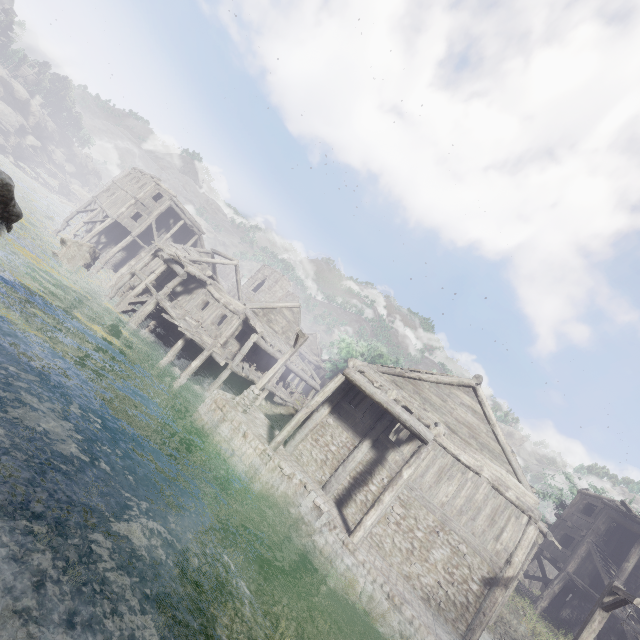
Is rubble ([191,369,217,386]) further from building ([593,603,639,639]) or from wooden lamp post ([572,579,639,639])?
wooden lamp post ([572,579,639,639])

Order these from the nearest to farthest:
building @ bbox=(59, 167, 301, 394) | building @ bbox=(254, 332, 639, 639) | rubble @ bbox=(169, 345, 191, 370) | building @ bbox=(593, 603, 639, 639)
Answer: building @ bbox=(254, 332, 639, 639) → building @ bbox=(593, 603, 639, 639) → rubble @ bbox=(169, 345, 191, 370) → building @ bbox=(59, 167, 301, 394)

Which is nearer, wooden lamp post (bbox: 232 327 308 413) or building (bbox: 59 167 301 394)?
wooden lamp post (bbox: 232 327 308 413)

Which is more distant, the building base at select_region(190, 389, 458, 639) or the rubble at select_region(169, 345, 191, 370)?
the rubble at select_region(169, 345, 191, 370)

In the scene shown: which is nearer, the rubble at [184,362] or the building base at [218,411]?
the building base at [218,411]

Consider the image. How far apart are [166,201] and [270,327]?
19.3m

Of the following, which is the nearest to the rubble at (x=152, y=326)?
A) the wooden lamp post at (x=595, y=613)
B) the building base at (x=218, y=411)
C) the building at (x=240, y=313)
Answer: Result: the building at (x=240, y=313)

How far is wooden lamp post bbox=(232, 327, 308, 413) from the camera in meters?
15.2 m
